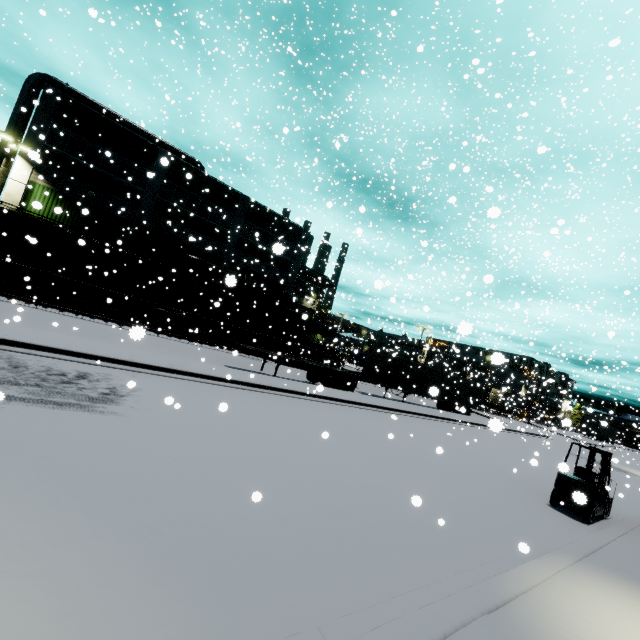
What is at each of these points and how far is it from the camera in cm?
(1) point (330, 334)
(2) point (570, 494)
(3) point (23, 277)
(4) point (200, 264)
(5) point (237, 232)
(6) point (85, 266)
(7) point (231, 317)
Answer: (1) building, 5222
(2) forklift, 1013
(3) flatcar, 2053
(4) pipe, 2989
(5) building, 3300
(6) roll-up door, 2647
(7) cargo car, 2864

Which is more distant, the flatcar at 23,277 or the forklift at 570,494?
the flatcar at 23,277

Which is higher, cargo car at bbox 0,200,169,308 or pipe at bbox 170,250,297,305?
pipe at bbox 170,250,297,305

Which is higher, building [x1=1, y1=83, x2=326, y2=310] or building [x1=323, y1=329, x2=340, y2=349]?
building [x1=1, y1=83, x2=326, y2=310]

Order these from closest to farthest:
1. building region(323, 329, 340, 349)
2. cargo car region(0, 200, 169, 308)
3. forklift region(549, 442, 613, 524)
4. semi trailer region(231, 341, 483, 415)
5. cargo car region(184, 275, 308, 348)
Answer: forklift region(549, 442, 613, 524)
cargo car region(0, 200, 169, 308)
semi trailer region(231, 341, 483, 415)
cargo car region(184, 275, 308, 348)
building region(323, 329, 340, 349)

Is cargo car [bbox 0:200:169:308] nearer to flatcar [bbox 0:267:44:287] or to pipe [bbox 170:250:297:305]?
flatcar [bbox 0:267:44:287]

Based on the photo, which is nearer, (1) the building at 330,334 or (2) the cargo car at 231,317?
(2) the cargo car at 231,317

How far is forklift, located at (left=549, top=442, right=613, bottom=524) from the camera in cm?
987
